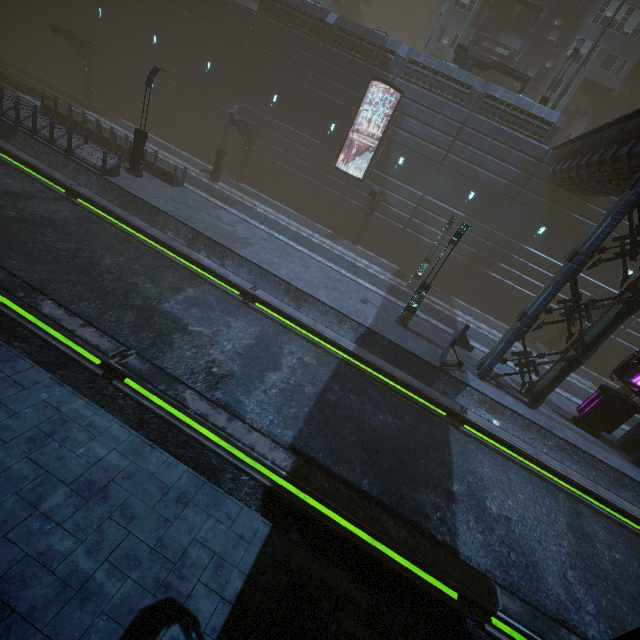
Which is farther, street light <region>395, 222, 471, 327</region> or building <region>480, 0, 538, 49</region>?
building <region>480, 0, 538, 49</region>

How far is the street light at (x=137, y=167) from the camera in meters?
16.5

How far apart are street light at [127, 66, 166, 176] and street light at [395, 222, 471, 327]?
16.7 meters

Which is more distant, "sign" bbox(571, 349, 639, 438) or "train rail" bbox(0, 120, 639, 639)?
"sign" bbox(571, 349, 639, 438)

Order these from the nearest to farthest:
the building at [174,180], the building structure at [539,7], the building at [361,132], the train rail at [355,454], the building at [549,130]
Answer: the train rail at [355,454] < the building at [174,180] < the building at [549,130] < the building at [361,132] < the building structure at [539,7]

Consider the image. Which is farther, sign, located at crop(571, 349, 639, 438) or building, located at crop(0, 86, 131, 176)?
building, located at crop(0, 86, 131, 176)

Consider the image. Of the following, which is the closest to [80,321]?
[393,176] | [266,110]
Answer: [393,176]

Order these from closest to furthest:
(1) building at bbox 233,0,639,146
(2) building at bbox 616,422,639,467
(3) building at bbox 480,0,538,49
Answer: (2) building at bbox 616,422,639,467 < (1) building at bbox 233,0,639,146 < (3) building at bbox 480,0,538,49
